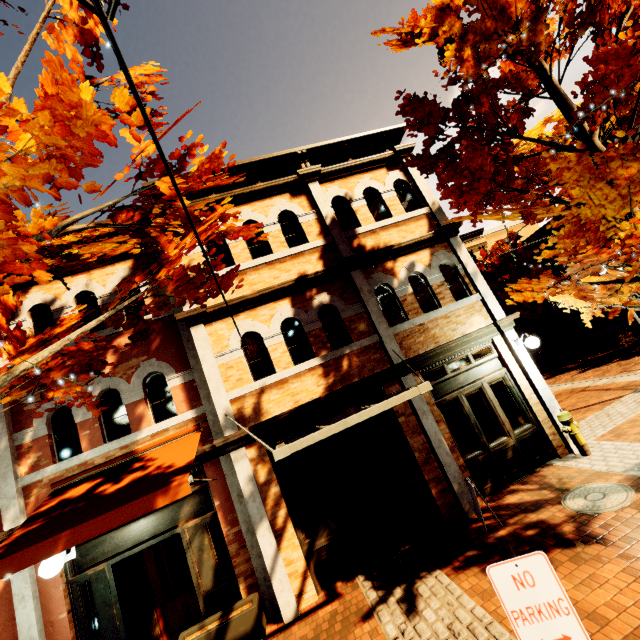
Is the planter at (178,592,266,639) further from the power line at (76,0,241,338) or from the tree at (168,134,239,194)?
the power line at (76,0,241,338)

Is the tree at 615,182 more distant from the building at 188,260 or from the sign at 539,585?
the sign at 539,585

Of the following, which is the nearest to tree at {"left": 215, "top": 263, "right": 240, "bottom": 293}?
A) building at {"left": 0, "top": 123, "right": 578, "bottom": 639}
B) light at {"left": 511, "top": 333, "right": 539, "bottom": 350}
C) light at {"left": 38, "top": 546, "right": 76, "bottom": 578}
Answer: building at {"left": 0, "top": 123, "right": 578, "bottom": 639}

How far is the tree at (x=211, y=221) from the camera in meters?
3.7

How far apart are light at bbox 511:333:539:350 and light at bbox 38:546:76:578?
9.7m

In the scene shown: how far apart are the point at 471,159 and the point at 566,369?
17.19m

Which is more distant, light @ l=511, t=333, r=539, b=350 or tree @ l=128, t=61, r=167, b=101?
light @ l=511, t=333, r=539, b=350

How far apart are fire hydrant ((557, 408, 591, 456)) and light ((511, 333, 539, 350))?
1.5m
